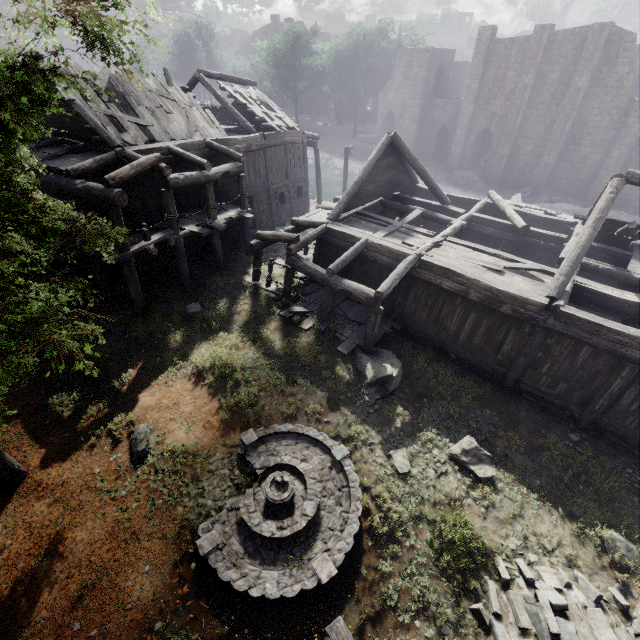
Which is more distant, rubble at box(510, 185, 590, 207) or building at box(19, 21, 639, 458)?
rubble at box(510, 185, 590, 207)

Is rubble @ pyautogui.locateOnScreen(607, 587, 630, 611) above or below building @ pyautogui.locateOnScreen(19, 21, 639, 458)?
below

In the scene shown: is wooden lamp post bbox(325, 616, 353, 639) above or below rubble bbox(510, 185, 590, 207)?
above

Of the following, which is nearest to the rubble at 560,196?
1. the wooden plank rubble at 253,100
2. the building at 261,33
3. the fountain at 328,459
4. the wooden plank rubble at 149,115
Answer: the building at 261,33

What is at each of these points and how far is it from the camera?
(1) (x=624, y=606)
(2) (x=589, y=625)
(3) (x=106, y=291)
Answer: (1) rubble, 7.1m
(2) rubble, 6.7m
(3) building, 14.8m

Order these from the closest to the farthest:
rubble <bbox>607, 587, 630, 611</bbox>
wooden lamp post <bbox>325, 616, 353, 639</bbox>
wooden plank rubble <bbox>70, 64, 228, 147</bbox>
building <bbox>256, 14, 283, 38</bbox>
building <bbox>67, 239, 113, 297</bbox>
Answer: wooden lamp post <bbox>325, 616, 353, 639</bbox> < rubble <bbox>607, 587, 630, 611</bbox> < building <bbox>67, 239, 113, 297</bbox> < wooden plank rubble <bbox>70, 64, 228, 147</bbox> < building <bbox>256, 14, 283, 38</bbox>

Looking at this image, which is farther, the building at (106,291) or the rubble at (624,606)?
the building at (106,291)

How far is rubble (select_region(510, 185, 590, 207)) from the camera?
30.2m
